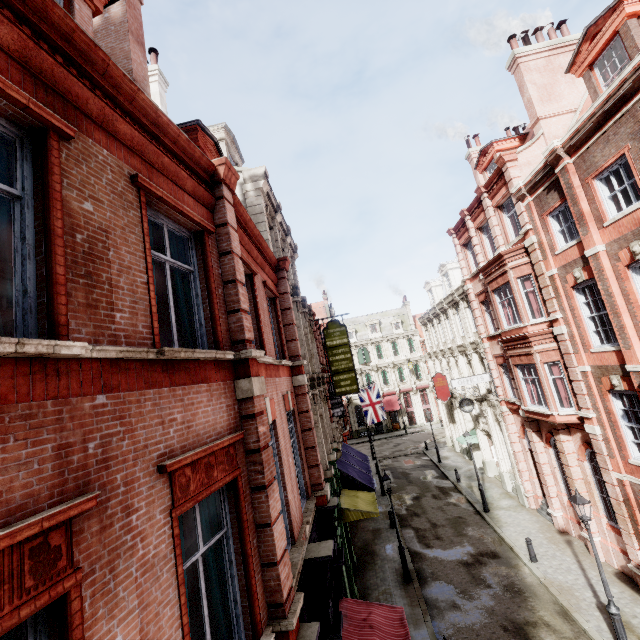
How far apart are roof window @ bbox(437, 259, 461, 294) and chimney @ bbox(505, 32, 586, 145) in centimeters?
1228cm

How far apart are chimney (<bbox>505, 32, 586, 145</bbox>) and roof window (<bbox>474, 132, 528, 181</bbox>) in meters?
2.2

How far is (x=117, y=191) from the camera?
3.8m

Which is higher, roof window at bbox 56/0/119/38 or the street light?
roof window at bbox 56/0/119/38

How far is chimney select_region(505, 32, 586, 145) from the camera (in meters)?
14.55

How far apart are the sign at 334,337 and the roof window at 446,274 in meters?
11.9

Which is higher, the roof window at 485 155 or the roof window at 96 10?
the roof window at 485 155

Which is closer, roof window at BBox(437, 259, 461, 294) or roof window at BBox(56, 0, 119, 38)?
roof window at BBox(56, 0, 119, 38)
